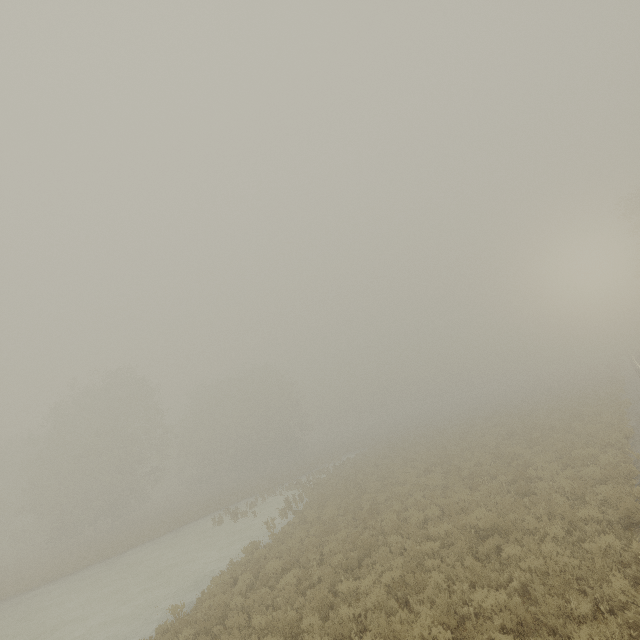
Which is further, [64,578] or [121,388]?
[121,388]
